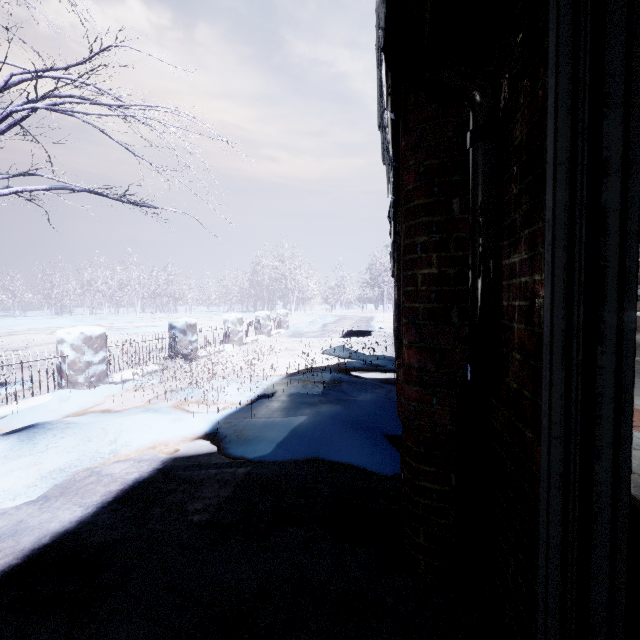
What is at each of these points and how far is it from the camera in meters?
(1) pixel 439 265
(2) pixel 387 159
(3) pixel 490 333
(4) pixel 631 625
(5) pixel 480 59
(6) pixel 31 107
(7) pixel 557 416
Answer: →
(1) window, 1.3 m
(2) icicle, 2.0 m
(3) pipe, 1.1 m
(4) bench, 0.7 m
(5) window, 1.2 m
(6) tree, 3.0 m
(7) door, 0.7 m

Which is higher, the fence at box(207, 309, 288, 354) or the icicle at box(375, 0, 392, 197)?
the icicle at box(375, 0, 392, 197)

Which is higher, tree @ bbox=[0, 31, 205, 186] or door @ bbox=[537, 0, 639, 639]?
tree @ bbox=[0, 31, 205, 186]

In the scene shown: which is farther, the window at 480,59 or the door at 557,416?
the window at 480,59

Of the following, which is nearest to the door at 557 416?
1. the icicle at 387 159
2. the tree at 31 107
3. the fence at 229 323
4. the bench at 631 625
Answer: the bench at 631 625

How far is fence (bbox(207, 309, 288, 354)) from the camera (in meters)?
8.83

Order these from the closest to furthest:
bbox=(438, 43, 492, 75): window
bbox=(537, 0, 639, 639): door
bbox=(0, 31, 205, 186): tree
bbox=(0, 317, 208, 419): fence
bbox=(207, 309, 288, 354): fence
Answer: bbox=(537, 0, 639, 639): door, bbox=(438, 43, 492, 75): window, bbox=(0, 31, 205, 186): tree, bbox=(0, 317, 208, 419): fence, bbox=(207, 309, 288, 354): fence

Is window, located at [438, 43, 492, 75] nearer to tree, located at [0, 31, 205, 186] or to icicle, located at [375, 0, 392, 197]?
icicle, located at [375, 0, 392, 197]
